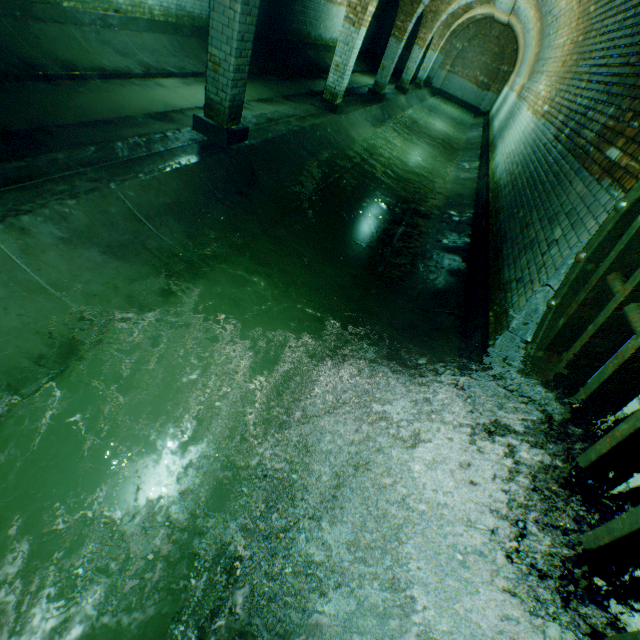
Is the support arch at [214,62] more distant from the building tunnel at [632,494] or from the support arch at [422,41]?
the support arch at [422,41]

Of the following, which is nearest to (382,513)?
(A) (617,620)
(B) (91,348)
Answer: (A) (617,620)

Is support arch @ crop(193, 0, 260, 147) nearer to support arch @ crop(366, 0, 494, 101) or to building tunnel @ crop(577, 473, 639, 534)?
building tunnel @ crop(577, 473, 639, 534)

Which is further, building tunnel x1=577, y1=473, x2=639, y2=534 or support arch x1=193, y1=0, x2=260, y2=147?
support arch x1=193, y1=0, x2=260, y2=147

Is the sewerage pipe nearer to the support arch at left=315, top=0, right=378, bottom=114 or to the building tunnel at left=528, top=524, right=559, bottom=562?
the building tunnel at left=528, top=524, right=559, bottom=562

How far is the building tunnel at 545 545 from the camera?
1.6 meters

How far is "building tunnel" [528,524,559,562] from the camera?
1.61m

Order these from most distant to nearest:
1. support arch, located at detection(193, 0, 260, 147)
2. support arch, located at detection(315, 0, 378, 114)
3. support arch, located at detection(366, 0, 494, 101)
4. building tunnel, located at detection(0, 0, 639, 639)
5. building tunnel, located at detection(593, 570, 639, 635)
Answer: support arch, located at detection(366, 0, 494, 101)
support arch, located at detection(315, 0, 378, 114)
support arch, located at detection(193, 0, 260, 147)
building tunnel, located at detection(0, 0, 639, 639)
building tunnel, located at detection(593, 570, 639, 635)
